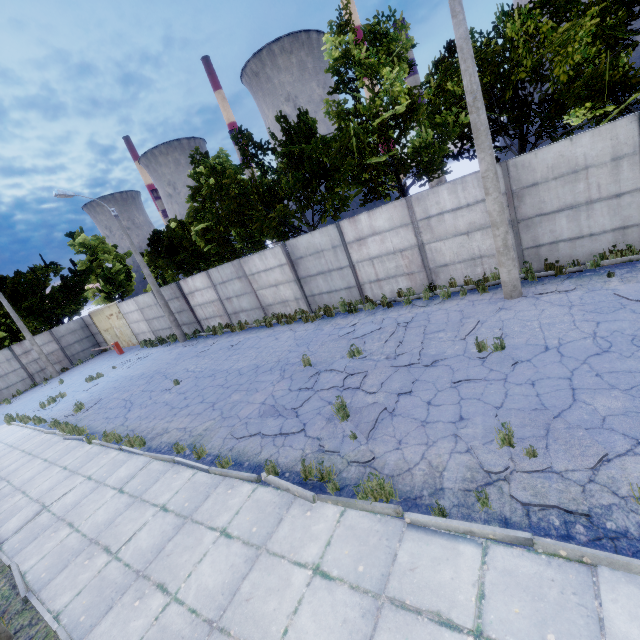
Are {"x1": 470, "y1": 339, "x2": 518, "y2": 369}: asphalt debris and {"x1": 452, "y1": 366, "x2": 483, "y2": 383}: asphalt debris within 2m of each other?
yes

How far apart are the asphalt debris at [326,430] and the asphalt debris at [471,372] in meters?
2.6

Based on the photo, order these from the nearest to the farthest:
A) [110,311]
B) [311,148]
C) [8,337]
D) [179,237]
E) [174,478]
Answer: [174,478]
[311,148]
[179,237]
[8,337]
[110,311]

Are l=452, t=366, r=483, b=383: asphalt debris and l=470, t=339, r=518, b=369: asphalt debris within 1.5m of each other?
yes

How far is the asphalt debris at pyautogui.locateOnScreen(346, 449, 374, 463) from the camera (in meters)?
5.68

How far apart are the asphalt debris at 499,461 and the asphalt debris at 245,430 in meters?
3.3

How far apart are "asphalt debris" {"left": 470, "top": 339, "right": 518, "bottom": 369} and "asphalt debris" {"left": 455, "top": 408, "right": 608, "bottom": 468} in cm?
138

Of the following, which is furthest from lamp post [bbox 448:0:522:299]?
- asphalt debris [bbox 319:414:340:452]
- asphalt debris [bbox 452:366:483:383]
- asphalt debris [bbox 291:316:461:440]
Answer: asphalt debris [bbox 319:414:340:452]
